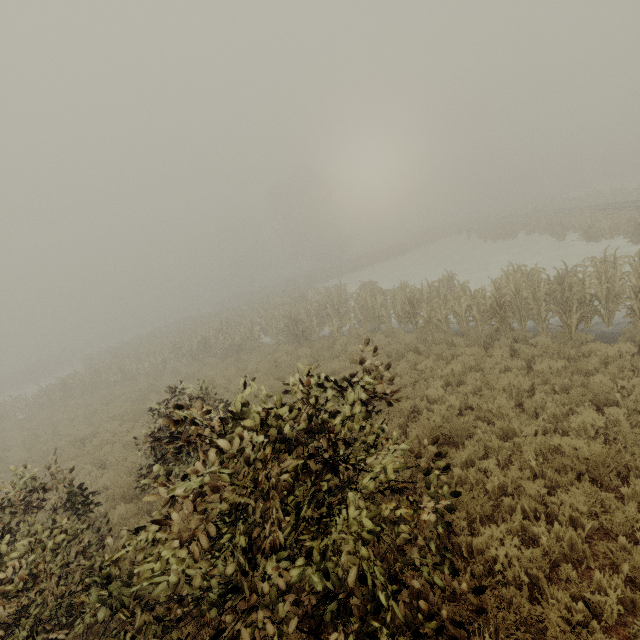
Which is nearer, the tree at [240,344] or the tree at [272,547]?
the tree at [272,547]

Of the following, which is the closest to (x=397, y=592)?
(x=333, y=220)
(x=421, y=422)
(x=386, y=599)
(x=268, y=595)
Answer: (x=386, y=599)

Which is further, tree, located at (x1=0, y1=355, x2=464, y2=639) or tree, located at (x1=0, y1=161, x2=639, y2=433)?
tree, located at (x1=0, y1=161, x2=639, y2=433)
